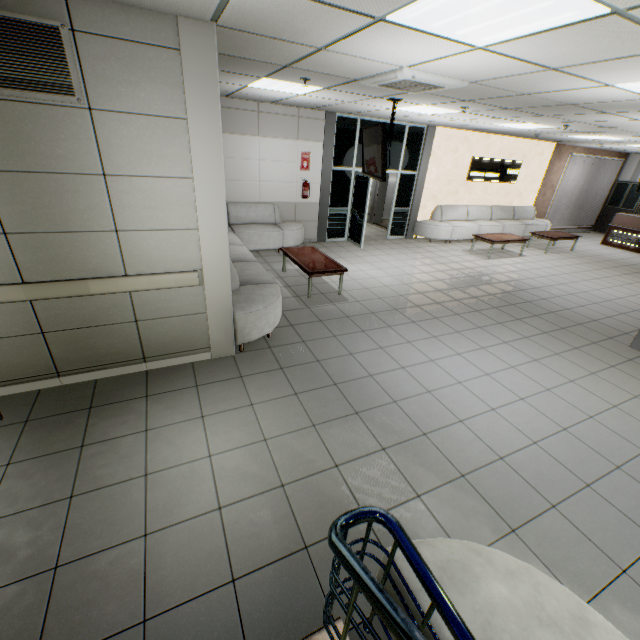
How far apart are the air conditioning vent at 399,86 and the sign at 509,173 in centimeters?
707cm

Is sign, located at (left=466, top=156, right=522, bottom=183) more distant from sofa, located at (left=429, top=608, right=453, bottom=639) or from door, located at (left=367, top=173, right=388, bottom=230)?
sofa, located at (left=429, top=608, right=453, bottom=639)

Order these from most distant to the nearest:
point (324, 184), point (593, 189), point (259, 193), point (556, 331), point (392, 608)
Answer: point (593, 189) → point (324, 184) → point (259, 193) → point (556, 331) → point (392, 608)

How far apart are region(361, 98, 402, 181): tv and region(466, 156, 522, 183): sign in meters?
6.0 m

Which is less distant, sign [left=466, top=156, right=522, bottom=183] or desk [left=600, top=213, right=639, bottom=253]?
sign [left=466, top=156, right=522, bottom=183]

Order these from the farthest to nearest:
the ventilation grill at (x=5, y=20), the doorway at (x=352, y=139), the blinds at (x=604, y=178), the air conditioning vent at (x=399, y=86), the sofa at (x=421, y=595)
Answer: the blinds at (x=604, y=178) → the doorway at (x=352, y=139) → the air conditioning vent at (x=399, y=86) → the ventilation grill at (x=5, y=20) → the sofa at (x=421, y=595)

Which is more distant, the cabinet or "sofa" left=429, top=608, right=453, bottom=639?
the cabinet
